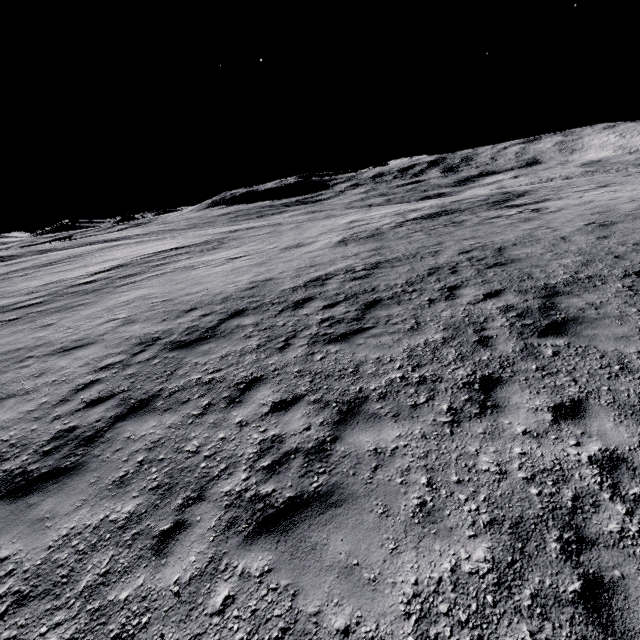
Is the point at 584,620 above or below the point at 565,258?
below
